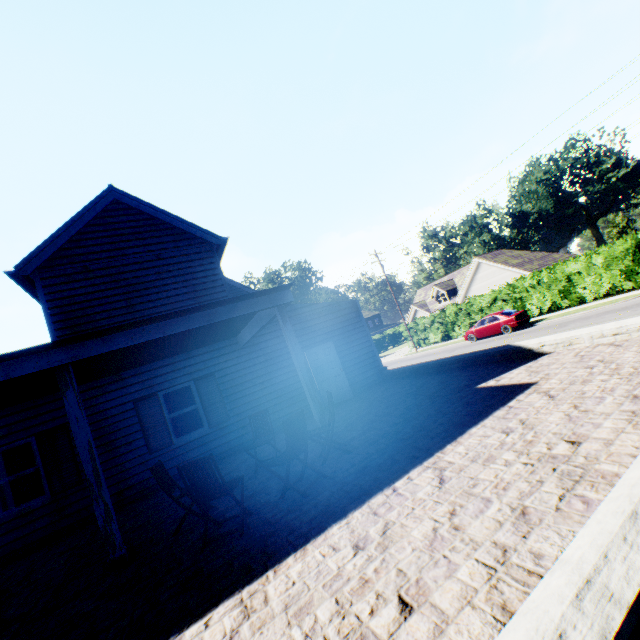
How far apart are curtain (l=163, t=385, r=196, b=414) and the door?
4.0m

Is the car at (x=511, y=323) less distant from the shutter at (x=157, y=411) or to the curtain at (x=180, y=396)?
the curtain at (x=180, y=396)

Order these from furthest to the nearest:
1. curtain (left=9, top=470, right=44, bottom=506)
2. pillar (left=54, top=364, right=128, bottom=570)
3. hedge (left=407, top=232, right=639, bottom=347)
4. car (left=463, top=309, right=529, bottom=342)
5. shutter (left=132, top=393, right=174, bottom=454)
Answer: car (left=463, top=309, right=529, bottom=342) < hedge (left=407, top=232, right=639, bottom=347) < shutter (left=132, top=393, right=174, bottom=454) < curtain (left=9, top=470, right=44, bottom=506) < pillar (left=54, top=364, right=128, bottom=570)

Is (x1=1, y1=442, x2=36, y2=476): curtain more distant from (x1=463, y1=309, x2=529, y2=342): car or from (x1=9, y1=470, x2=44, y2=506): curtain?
(x1=463, y1=309, x2=529, y2=342): car

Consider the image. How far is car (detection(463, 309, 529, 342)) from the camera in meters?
22.5

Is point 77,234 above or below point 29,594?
above

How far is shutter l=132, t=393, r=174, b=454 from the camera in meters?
9.3

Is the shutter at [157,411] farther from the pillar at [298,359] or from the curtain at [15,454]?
the pillar at [298,359]
